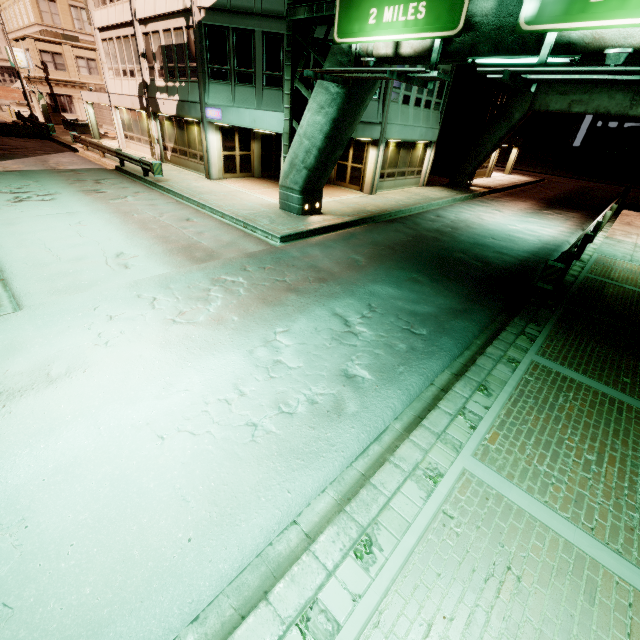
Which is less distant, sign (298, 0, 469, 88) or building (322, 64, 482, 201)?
sign (298, 0, 469, 88)

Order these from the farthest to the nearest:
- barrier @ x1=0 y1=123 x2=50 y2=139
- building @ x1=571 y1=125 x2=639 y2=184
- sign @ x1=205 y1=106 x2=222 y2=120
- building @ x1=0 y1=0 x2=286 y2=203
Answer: building @ x1=571 y1=125 x2=639 y2=184 < barrier @ x1=0 y1=123 x2=50 y2=139 < sign @ x1=205 y1=106 x2=222 y2=120 < building @ x1=0 y1=0 x2=286 y2=203

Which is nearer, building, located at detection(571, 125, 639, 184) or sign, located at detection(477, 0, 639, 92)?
sign, located at detection(477, 0, 639, 92)

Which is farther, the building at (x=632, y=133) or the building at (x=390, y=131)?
the building at (x=632, y=133)

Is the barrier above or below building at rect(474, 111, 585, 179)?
below

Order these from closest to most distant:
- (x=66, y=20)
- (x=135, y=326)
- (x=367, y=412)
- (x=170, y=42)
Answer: (x=367, y=412) → (x=135, y=326) → (x=170, y=42) → (x=66, y=20)

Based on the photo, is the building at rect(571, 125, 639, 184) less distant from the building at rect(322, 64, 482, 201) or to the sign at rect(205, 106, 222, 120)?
the building at rect(322, 64, 482, 201)

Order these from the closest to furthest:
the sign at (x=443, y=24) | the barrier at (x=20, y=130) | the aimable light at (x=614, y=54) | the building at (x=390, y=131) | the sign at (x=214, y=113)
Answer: the aimable light at (x=614, y=54) → the sign at (x=443, y=24) → the sign at (x=214, y=113) → the building at (x=390, y=131) → the barrier at (x=20, y=130)
